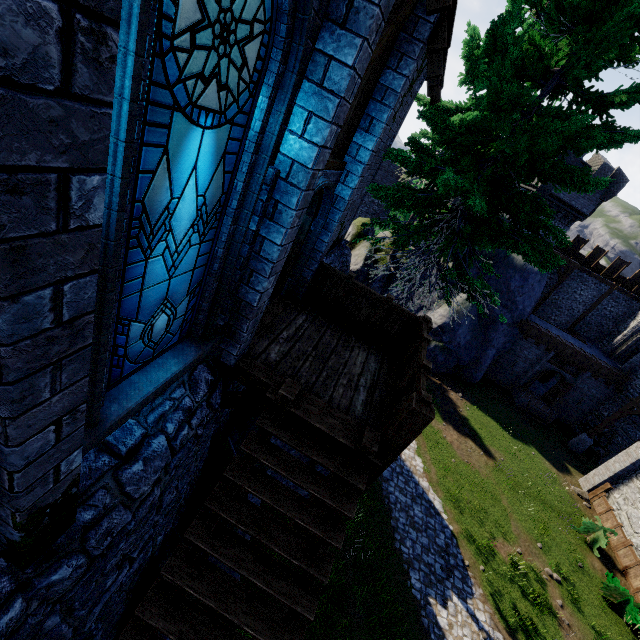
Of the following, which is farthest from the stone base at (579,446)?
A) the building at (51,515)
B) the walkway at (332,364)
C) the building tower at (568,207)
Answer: the building at (51,515)

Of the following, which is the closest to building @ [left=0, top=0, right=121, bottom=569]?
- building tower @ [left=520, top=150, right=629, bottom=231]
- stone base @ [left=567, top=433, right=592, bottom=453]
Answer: building tower @ [left=520, top=150, right=629, bottom=231]

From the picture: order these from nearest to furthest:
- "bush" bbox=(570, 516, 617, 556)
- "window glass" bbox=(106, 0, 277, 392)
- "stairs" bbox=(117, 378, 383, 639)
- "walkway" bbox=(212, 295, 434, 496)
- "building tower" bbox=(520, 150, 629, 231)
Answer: "window glass" bbox=(106, 0, 277, 392) < "stairs" bbox=(117, 378, 383, 639) < "walkway" bbox=(212, 295, 434, 496) < "bush" bbox=(570, 516, 617, 556) < "building tower" bbox=(520, 150, 629, 231)

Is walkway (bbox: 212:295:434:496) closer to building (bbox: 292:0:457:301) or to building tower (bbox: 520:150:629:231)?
building (bbox: 292:0:457:301)

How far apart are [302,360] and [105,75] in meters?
5.2

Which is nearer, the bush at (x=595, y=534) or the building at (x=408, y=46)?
the building at (x=408, y=46)

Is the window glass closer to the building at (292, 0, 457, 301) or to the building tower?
the building at (292, 0, 457, 301)

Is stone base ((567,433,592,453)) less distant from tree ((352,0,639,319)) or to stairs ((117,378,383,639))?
tree ((352,0,639,319))
